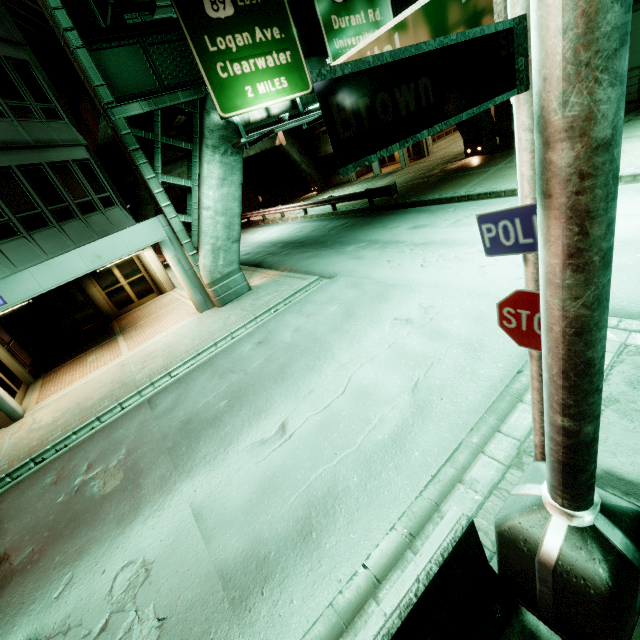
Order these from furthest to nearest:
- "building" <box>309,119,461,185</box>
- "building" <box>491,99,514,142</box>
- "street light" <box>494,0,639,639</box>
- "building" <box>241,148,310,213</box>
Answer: "building" <box>241,148,310,213</box> → "building" <box>309,119,461,185</box> → "building" <box>491,99,514,142</box> → "street light" <box>494,0,639,639</box>

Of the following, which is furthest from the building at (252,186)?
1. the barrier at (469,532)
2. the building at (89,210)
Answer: the barrier at (469,532)

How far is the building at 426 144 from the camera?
28.2 meters

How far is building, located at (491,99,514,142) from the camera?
20.72m

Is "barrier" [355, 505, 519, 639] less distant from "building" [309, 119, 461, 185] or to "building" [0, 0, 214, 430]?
"building" [0, 0, 214, 430]

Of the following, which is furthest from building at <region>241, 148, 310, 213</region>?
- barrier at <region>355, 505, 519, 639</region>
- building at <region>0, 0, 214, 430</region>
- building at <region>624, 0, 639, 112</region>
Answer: barrier at <region>355, 505, 519, 639</region>

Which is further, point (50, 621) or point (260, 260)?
point (260, 260)

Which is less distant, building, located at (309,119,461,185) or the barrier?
the barrier
